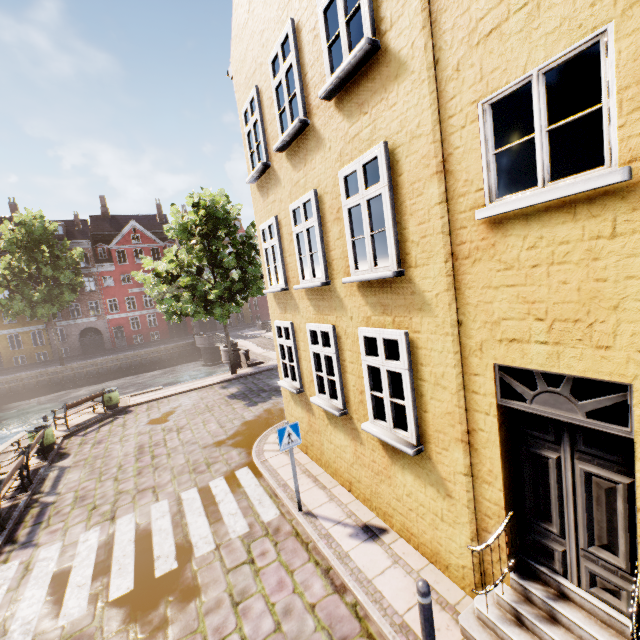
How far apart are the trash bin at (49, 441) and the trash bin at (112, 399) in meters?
3.5

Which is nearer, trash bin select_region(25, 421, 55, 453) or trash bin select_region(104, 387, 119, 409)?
trash bin select_region(25, 421, 55, 453)

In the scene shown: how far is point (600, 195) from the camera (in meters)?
2.61

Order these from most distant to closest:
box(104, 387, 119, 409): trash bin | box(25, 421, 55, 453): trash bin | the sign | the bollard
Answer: box(104, 387, 119, 409): trash bin → box(25, 421, 55, 453): trash bin → the sign → the bollard

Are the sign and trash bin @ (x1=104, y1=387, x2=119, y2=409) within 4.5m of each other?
no

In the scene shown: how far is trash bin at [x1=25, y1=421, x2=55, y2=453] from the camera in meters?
11.3

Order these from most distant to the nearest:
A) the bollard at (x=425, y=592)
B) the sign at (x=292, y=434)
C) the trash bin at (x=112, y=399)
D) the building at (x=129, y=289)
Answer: the building at (x=129, y=289)
the trash bin at (x=112, y=399)
the sign at (x=292, y=434)
the bollard at (x=425, y=592)

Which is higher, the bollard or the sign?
the sign
